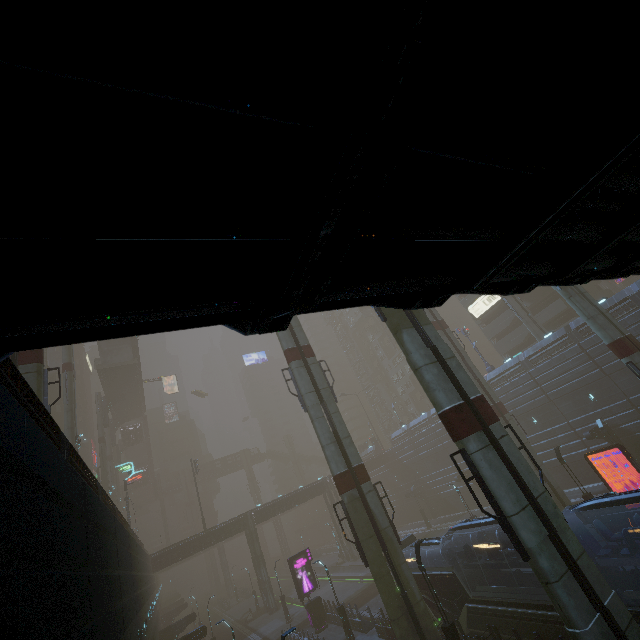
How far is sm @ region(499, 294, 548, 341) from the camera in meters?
37.7

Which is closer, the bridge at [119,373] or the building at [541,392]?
the building at [541,392]

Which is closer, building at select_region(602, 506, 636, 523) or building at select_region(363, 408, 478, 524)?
building at select_region(602, 506, 636, 523)

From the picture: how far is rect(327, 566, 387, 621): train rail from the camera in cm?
3100

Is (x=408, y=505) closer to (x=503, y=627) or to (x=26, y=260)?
(x=503, y=627)

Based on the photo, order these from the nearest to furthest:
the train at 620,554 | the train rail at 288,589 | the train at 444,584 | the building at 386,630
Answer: the train at 620,554, the train at 444,584, the building at 386,630, the train rail at 288,589

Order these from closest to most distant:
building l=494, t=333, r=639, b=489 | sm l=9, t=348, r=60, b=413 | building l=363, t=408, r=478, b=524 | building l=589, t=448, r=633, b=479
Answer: sm l=9, t=348, r=60, b=413
building l=494, t=333, r=639, b=489
building l=589, t=448, r=633, b=479
building l=363, t=408, r=478, b=524
